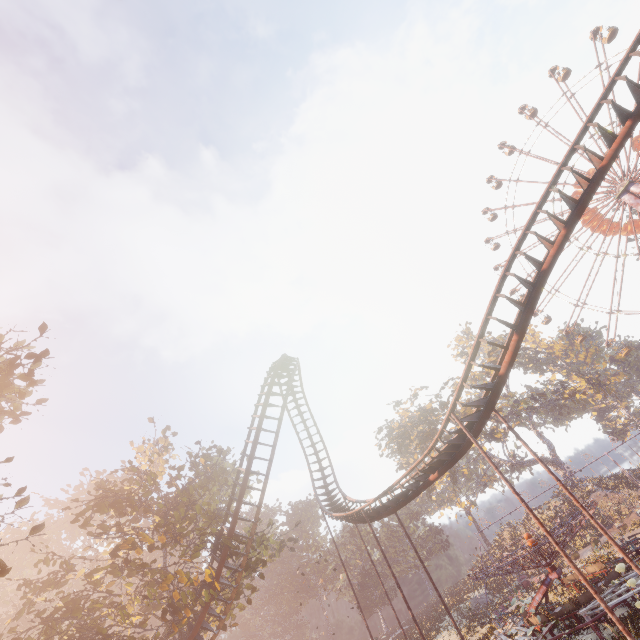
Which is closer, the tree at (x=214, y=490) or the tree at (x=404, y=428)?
the tree at (x=214, y=490)

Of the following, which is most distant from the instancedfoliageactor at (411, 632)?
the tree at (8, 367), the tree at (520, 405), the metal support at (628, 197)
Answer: the metal support at (628, 197)

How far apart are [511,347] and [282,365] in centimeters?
1756cm

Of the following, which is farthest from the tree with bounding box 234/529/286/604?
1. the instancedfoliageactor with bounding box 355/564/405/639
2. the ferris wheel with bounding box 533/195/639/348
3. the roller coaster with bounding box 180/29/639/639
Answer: the ferris wheel with bounding box 533/195/639/348

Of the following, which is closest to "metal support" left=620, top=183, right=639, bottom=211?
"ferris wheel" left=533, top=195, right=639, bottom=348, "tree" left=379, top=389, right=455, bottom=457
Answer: "ferris wheel" left=533, top=195, right=639, bottom=348

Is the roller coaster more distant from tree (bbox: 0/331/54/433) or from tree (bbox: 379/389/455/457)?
tree (bbox: 379/389/455/457)

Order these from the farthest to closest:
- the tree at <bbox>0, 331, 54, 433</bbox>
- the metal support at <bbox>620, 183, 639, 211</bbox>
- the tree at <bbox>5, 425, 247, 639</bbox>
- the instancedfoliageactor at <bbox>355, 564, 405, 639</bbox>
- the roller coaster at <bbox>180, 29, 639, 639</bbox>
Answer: the instancedfoliageactor at <bbox>355, 564, 405, 639</bbox>, the metal support at <bbox>620, 183, 639, 211</bbox>, the tree at <bbox>5, 425, 247, 639</bbox>, the roller coaster at <bbox>180, 29, 639, 639</bbox>, the tree at <bbox>0, 331, 54, 433</bbox>

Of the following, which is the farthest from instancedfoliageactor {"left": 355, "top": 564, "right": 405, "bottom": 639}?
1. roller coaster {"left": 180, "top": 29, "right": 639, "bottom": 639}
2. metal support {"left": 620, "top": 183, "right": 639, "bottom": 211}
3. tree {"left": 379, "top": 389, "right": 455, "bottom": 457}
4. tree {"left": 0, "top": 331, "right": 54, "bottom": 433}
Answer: metal support {"left": 620, "top": 183, "right": 639, "bottom": 211}
